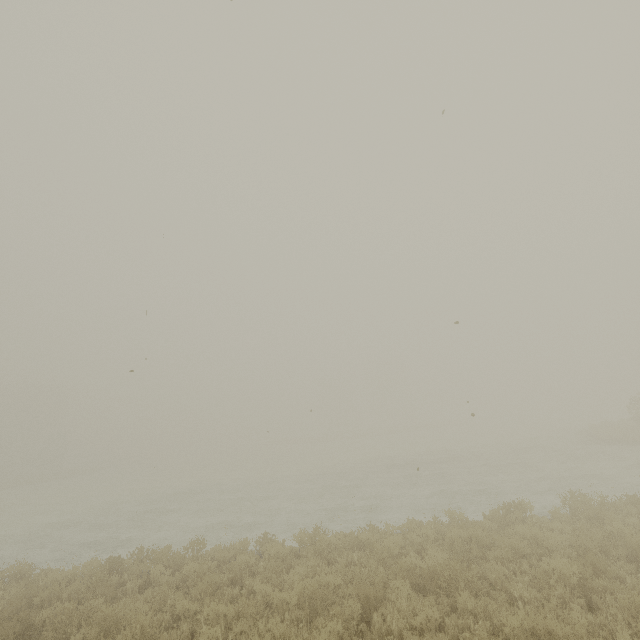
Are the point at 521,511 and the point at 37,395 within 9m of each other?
no
